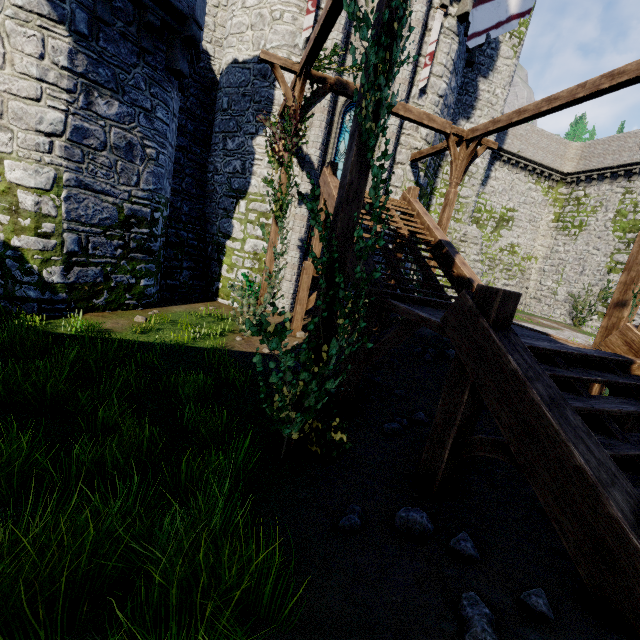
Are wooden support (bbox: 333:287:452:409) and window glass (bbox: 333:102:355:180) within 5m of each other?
A: no

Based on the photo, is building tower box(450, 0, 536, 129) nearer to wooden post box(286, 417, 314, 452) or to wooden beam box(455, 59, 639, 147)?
wooden beam box(455, 59, 639, 147)

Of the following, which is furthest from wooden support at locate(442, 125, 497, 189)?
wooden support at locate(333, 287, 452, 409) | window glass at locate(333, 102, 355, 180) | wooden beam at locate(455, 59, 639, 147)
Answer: wooden support at locate(333, 287, 452, 409)

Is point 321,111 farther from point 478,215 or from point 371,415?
point 478,215

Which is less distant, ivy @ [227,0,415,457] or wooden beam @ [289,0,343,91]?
ivy @ [227,0,415,457]

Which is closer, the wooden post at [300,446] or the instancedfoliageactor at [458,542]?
the instancedfoliageactor at [458,542]

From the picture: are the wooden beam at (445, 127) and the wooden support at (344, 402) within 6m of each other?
no

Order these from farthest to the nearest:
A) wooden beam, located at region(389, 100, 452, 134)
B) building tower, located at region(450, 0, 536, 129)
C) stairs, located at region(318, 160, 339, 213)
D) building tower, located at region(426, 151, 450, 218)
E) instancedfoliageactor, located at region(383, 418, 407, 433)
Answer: building tower, located at region(426, 151, 450, 218)
building tower, located at region(450, 0, 536, 129)
wooden beam, located at region(389, 100, 452, 134)
stairs, located at region(318, 160, 339, 213)
instancedfoliageactor, located at region(383, 418, 407, 433)
